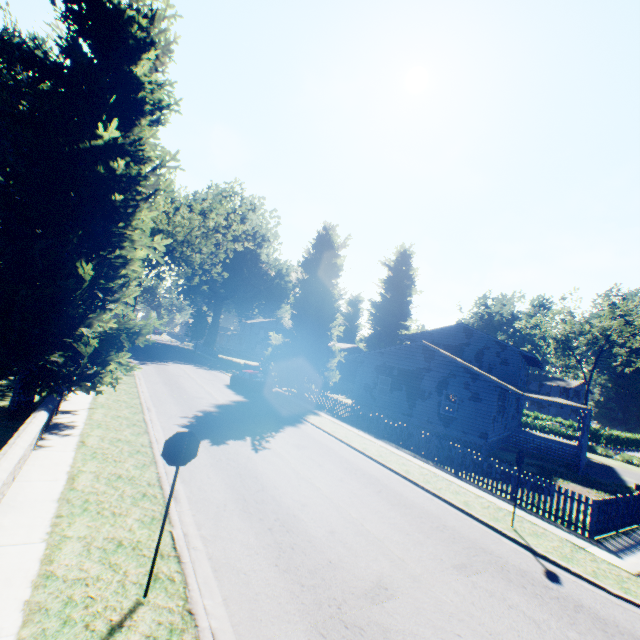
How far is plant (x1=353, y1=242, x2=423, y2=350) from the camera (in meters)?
51.44

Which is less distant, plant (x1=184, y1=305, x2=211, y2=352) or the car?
the car

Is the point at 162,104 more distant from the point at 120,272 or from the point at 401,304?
the point at 401,304

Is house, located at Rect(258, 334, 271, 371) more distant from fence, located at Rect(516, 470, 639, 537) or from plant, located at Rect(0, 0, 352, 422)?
fence, located at Rect(516, 470, 639, 537)

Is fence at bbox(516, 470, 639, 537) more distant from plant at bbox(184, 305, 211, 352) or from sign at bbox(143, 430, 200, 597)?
sign at bbox(143, 430, 200, 597)

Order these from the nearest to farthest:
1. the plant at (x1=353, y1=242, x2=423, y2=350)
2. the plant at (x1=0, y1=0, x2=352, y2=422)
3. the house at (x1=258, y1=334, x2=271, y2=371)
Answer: the plant at (x1=0, y1=0, x2=352, y2=422), the house at (x1=258, y1=334, x2=271, y2=371), the plant at (x1=353, y1=242, x2=423, y2=350)

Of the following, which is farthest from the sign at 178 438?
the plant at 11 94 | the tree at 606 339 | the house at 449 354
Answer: the tree at 606 339

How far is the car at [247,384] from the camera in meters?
24.1
